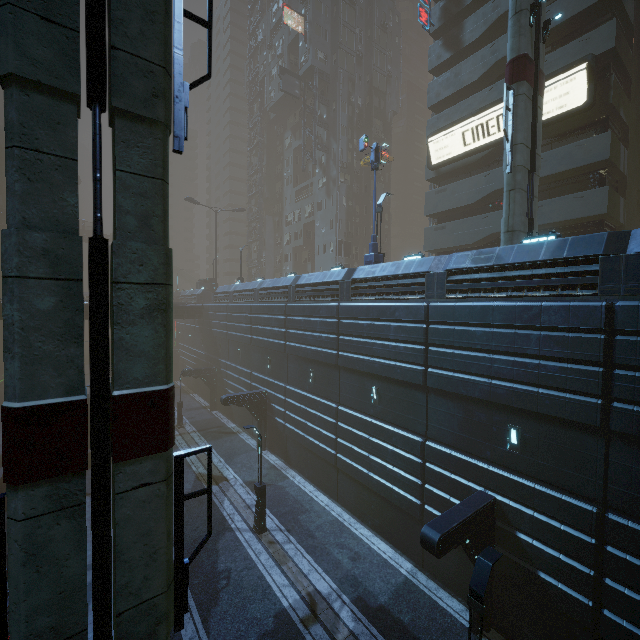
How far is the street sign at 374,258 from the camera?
18.1m

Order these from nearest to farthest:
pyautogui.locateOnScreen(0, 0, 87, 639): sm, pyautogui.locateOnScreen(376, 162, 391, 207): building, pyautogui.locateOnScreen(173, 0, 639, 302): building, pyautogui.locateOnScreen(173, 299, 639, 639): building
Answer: pyautogui.locateOnScreen(0, 0, 87, 639): sm < pyautogui.locateOnScreen(173, 299, 639, 639): building < pyautogui.locateOnScreen(173, 0, 639, 302): building < pyautogui.locateOnScreen(376, 162, 391, 207): building

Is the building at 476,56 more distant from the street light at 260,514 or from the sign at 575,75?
the street light at 260,514

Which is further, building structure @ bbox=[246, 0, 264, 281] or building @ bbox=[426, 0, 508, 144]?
building structure @ bbox=[246, 0, 264, 281]

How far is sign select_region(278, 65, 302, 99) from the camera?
40.3 meters

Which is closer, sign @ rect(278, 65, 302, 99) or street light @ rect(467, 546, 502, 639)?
street light @ rect(467, 546, 502, 639)

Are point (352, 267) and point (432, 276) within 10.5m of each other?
no

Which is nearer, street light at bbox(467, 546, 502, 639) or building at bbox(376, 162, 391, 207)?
street light at bbox(467, 546, 502, 639)
